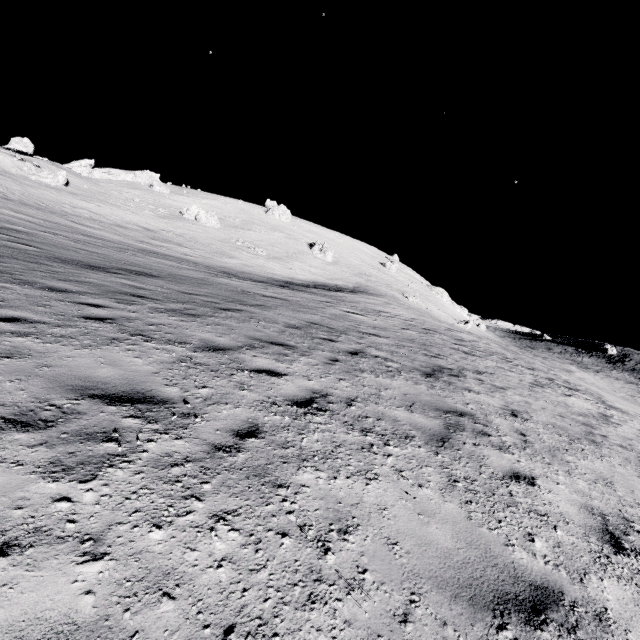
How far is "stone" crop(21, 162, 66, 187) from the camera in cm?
4490

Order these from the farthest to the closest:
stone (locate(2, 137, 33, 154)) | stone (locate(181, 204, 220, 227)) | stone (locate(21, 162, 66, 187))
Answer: stone (locate(181, 204, 220, 227)) → stone (locate(2, 137, 33, 154)) → stone (locate(21, 162, 66, 187))

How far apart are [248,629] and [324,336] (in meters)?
8.15

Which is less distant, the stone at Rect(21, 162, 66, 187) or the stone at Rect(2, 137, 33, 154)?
the stone at Rect(21, 162, 66, 187)

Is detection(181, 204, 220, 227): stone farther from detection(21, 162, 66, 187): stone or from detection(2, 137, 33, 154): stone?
detection(2, 137, 33, 154): stone

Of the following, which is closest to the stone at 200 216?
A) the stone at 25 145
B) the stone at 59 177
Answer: the stone at 59 177

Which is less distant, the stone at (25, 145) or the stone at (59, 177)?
the stone at (59, 177)
